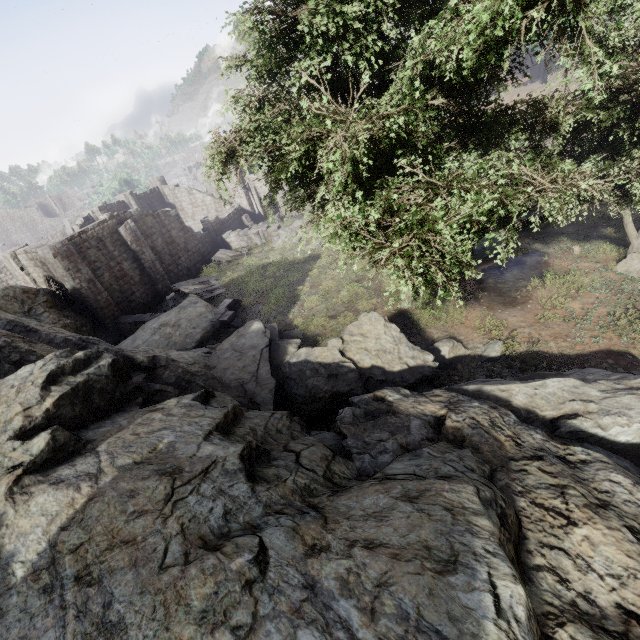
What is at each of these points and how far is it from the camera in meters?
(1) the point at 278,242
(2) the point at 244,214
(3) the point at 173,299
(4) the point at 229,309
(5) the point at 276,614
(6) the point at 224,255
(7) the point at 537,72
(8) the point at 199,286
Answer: (1) rubble, 29.3 m
(2) building, 37.4 m
(3) rubble, 24.9 m
(4) building, 20.3 m
(5) rock, 2.7 m
(6) broken furniture, 30.5 m
(7) building, 51.1 m
(8) wooden plank rubble, 24.7 m

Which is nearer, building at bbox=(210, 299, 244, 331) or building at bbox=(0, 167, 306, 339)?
building at bbox=(210, 299, 244, 331)

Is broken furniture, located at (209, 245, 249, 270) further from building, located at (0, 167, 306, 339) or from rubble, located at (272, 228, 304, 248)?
rubble, located at (272, 228, 304, 248)

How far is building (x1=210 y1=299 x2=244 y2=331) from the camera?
19.0m

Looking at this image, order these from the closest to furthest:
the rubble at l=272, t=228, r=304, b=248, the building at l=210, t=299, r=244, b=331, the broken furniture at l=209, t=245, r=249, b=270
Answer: the building at l=210, t=299, r=244, b=331 → the rubble at l=272, t=228, r=304, b=248 → the broken furniture at l=209, t=245, r=249, b=270

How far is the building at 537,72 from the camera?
50.2m

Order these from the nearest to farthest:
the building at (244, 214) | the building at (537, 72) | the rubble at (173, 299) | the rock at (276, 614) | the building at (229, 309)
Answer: the rock at (276, 614) < the building at (229, 309) < the building at (244, 214) < the rubble at (173, 299) < the building at (537, 72)

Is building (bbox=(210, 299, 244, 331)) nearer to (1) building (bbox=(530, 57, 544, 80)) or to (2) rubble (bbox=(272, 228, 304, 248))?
(1) building (bbox=(530, 57, 544, 80))
